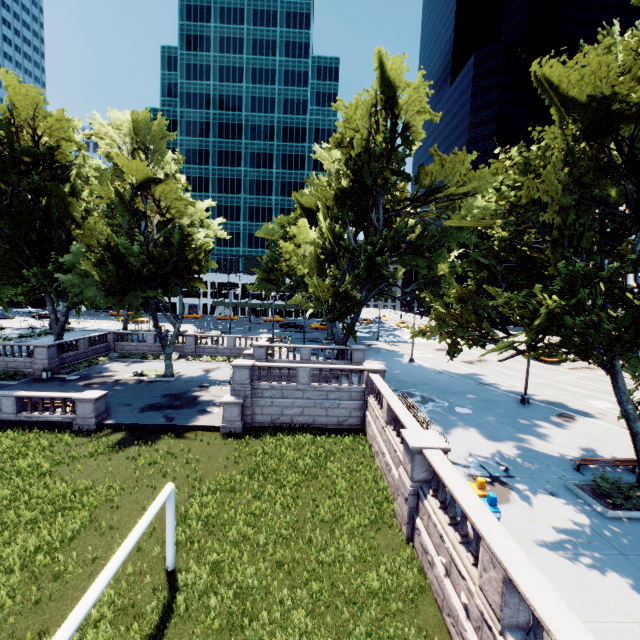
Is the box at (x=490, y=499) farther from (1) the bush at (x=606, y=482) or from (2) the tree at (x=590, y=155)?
(1) the bush at (x=606, y=482)

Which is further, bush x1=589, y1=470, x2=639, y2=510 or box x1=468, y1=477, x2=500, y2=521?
bush x1=589, y1=470, x2=639, y2=510

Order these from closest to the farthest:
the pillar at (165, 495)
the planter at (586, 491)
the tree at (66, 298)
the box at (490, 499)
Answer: the pillar at (165, 495)
the box at (490, 499)
the planter at (586, 491)
the tree at (66, 298)

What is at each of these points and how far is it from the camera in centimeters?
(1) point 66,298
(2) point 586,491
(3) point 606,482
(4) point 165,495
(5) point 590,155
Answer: (1) tree, 3322cm
(2) planter, 1259cm
(3) bush, 1266cm
(4) pillar, 997cm
(5) tree, 1052cm

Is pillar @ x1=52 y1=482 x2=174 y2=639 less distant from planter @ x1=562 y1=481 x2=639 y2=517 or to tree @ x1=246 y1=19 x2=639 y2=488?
tree @ x1=246 y1=19 x2=639 y2=488

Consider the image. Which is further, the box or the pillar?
the box

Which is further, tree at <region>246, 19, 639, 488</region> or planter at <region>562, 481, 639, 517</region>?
planter at <region>562, 481, 639, 517</region>

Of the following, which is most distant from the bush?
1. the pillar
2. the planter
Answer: the pillar
